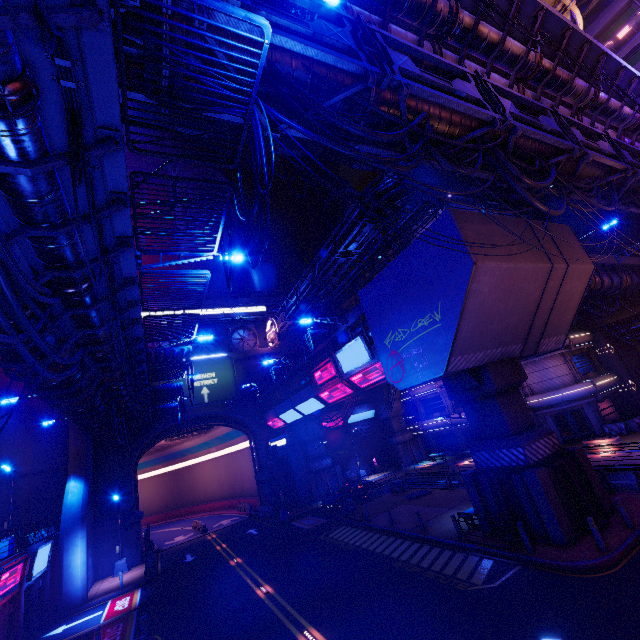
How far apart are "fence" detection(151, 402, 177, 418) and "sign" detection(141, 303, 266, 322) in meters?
12.0

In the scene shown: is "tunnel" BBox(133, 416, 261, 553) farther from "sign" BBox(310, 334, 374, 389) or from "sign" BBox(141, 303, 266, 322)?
"sign" BBox(310, 334, 374, 389)

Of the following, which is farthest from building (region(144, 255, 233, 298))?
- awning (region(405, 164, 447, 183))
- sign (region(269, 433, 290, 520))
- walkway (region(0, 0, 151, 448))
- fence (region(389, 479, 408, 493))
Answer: fence (region(389, 479, 408, 493))

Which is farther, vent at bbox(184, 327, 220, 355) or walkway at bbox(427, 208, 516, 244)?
vent at bbox(184, 327, 220, 355)

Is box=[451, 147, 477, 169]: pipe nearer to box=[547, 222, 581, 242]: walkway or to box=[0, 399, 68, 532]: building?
box=[0, 399, 68, 532]: building

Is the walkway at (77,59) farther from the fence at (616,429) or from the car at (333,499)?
the fence at (616,429)

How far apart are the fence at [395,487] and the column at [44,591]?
25.37m

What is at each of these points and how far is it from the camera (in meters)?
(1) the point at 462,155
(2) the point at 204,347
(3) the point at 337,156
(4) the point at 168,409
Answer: (1) pipe, 11.59
(2) vent, 41.50
(3) awning, 16.19
(4) fence, 31.19
